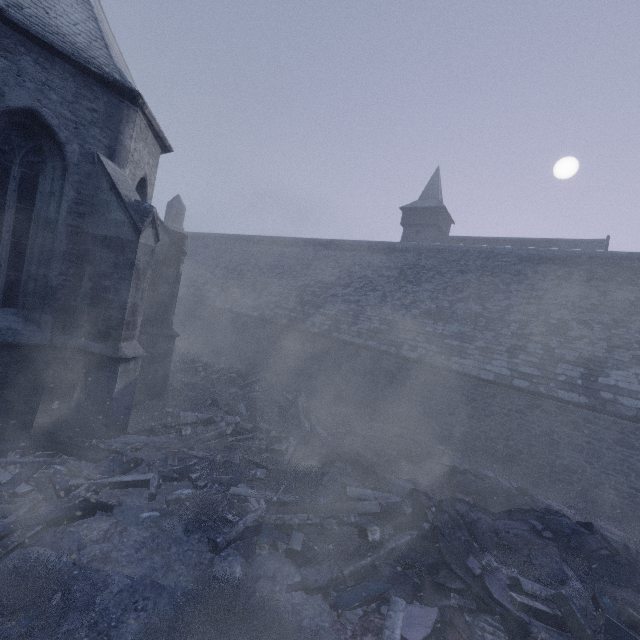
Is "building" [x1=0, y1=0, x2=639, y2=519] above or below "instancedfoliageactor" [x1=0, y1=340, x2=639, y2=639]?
above

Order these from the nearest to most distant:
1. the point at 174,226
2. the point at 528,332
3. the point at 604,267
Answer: the point at 528,332, the point at 604,267, the point at 174,226

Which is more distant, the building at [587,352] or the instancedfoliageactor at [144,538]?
the building at [587,352]

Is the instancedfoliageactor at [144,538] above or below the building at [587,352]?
below

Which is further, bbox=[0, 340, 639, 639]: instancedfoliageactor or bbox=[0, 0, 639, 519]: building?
bbox=[0, 0, 639, 519]: building
